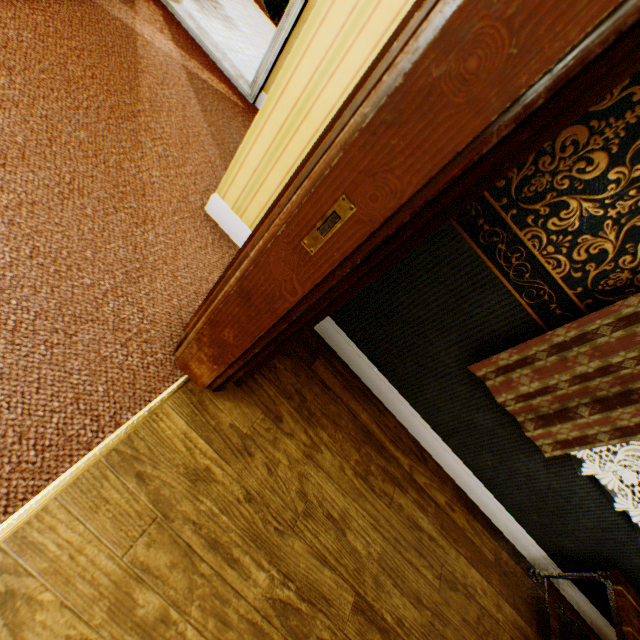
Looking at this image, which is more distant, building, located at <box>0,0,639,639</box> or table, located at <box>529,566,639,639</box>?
table, located at <box>529,566,639,639</box>

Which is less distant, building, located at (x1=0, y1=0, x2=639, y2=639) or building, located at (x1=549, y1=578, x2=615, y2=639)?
building, located at (x1=0, y1=0, x2=639, y2=639)

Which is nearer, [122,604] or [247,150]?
[122,604]

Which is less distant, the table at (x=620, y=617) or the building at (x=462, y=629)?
the building at (x=462, y=629)

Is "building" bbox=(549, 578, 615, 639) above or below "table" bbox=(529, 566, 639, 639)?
below

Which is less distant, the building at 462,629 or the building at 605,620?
the building at 462,629
